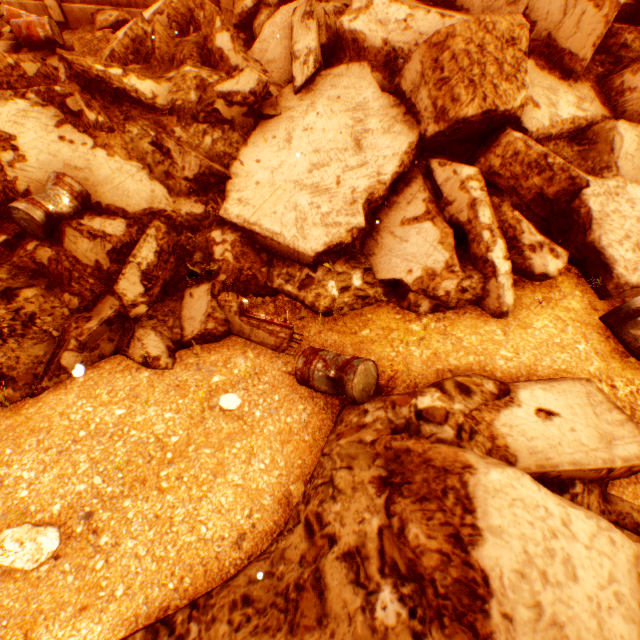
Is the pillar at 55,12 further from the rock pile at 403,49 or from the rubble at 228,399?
the rubble at 228,399

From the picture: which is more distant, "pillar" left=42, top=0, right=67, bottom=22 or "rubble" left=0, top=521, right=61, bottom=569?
"pillar" left=42, top=0, right=67, bottom=22

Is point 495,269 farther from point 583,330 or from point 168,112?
point 168,112

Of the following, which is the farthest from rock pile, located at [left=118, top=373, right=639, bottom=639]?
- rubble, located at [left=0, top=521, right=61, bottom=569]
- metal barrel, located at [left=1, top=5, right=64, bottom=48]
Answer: metal barrel, located at [left=1, top=5, right=64, bottom=48]

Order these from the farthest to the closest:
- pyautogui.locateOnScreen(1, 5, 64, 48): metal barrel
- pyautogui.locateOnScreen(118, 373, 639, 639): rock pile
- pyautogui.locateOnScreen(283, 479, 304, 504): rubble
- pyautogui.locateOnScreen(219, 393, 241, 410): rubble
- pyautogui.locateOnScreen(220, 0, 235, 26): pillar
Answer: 1. pyautogui.locateOnScreen(220, 0, 235, 26): pillar
2. pyautogui.locateOnScreen(1, 5, 64, 48): metal barrel
3. pyautogui.locateOnScreen(219, 393, 241, 410): rubble
4. pyautogui.locateOnScreen(283, 479, 304, 504): rubble
5. pyautogui.locateOnScreen(118, 373, 639, 639): rock pile

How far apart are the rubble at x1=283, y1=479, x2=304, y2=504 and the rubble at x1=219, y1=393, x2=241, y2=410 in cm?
115

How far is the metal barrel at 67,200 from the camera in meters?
4.1 m

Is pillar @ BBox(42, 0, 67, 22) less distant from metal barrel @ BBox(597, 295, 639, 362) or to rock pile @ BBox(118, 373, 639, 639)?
rock pile @ BBox(118, 373, 639, 639)
